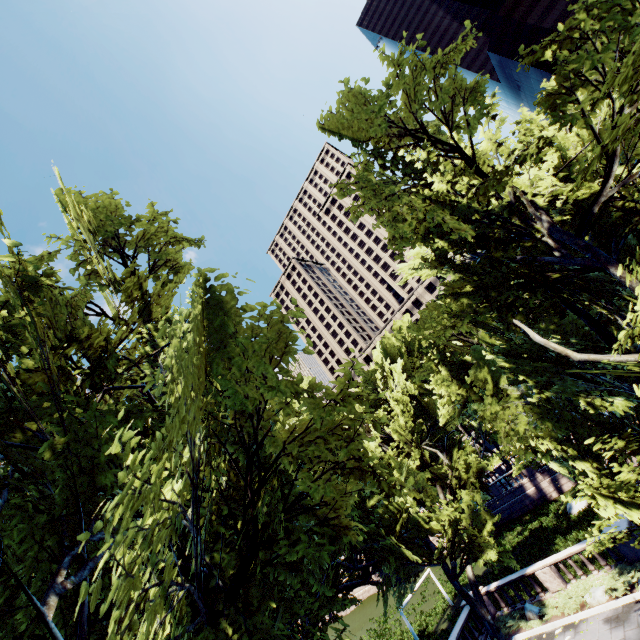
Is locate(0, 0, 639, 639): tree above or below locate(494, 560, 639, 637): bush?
above

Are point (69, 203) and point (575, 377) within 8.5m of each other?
no

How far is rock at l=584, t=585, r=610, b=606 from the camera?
16.0m

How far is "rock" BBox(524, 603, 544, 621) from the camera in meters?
18.0 m

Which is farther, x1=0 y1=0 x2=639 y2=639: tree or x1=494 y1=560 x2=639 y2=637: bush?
x1=494 y1=560 x2=639 y2=637: bush

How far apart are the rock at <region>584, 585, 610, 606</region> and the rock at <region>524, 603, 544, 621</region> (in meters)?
2.71

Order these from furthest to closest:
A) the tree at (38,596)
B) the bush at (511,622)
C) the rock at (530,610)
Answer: the rock at (530,610) → the bush at (511,622) → the tree at (38,596)

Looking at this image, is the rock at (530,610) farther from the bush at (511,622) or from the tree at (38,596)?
the tree at (38,596)
